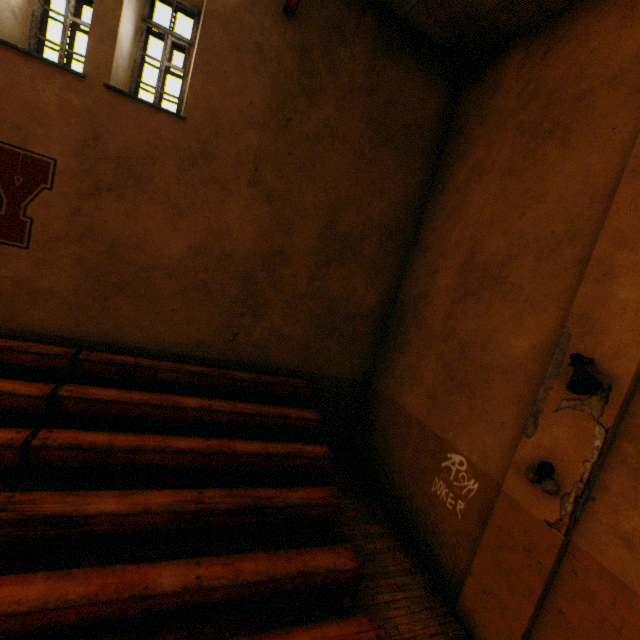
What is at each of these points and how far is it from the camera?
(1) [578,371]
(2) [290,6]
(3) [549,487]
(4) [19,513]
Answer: (1) loudspeaker, 3.42m
(2) metal beam, 5.10m
(3) bell, 3.66m
(4) bleachers, 3.19m

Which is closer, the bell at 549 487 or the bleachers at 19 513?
the bleachers at 19 513

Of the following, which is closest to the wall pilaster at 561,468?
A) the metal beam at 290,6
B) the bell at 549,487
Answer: the bell at 549,487

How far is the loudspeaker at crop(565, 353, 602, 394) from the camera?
3.3m

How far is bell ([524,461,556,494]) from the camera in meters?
3.7 m

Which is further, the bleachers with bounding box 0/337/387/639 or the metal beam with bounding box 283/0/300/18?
the metal beam with bounding box 283/0/300/18

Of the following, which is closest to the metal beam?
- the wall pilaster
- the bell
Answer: the wall pilaster

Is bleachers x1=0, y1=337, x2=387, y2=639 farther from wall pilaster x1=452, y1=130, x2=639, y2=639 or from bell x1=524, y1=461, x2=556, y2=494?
bell x1=524, y1=461, x2=556, y2=494
